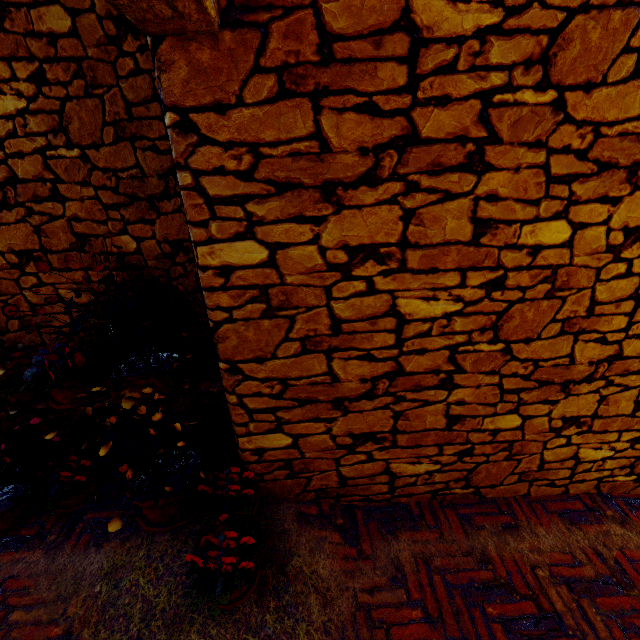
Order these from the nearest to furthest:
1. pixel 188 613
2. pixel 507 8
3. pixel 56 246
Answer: pixel 507 8 < pixel 188 613 < pixel 56 246
